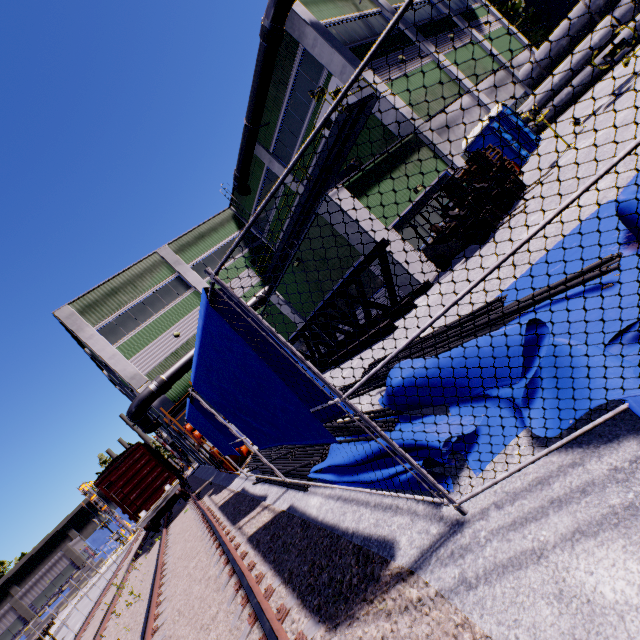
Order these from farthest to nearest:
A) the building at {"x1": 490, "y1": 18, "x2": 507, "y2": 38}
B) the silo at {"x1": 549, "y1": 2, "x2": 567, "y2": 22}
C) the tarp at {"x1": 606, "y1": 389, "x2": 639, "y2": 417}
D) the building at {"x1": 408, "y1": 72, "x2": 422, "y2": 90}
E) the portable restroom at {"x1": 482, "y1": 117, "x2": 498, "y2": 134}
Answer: the silo at {"x1": 549, "y1": 2, "x2": 567, "y2": 22}
the building at {"x1": 490, "y1": 18, "x2": 507, "y2": 38}
the building at {"x1": 408, "y1": 72, "x2": 422, "y2": 90}
the portable restroom at {"x1": 482, "y1": 117, "x2": 498, "y2": 134}
the tarp at {"x1": 606, "y1": 389, "x2": 639, "y2": 417}

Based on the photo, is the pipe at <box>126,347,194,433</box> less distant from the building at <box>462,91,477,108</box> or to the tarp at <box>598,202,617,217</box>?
the building at <box>462,91,477,108</box>

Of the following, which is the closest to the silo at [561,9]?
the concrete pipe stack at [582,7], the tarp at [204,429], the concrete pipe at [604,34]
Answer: the concrete pipe stack at [582,7]

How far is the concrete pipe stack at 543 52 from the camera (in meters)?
20.92

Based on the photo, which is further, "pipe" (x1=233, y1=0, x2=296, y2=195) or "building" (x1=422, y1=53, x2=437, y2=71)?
"building" (x1=422, y1=53, x2=437, y2=71)

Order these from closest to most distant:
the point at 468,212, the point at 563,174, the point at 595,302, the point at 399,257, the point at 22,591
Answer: the point at 595,302 < the point at 563,174 < the point at 468,212 < the point at 399,257 < the point at 22,591

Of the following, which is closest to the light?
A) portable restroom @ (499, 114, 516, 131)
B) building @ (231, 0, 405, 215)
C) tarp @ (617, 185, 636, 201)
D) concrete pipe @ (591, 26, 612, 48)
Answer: tarp @ (617, 185, 636, 201)

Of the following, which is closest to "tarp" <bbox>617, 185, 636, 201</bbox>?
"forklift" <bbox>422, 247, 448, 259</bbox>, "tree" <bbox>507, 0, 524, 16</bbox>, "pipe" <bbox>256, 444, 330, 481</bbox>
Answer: "pipe" <bbox>256, 444, 330, 481</bbox>
